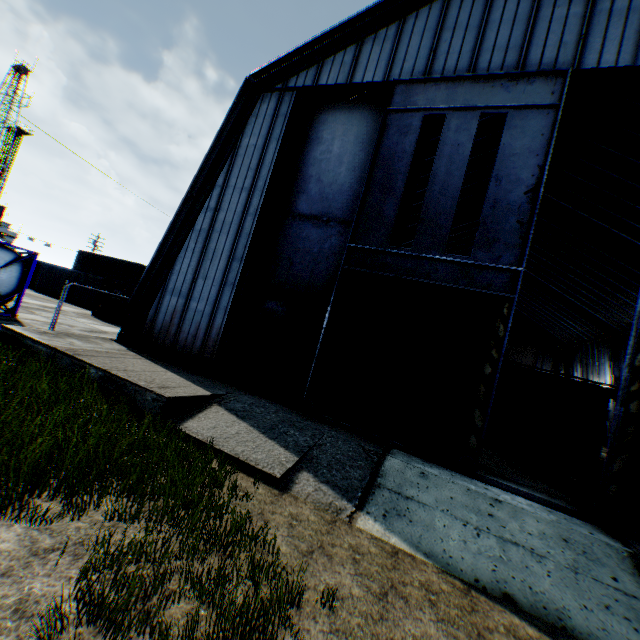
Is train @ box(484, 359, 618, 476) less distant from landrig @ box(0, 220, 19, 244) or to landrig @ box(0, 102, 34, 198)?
landrig @ box(0, 220, 19, 244)

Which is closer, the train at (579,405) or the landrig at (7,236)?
the train at (579,405)

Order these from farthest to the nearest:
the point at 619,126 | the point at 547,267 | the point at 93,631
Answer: the point at 547,267 < the point at 619,126 < the point at 93,631

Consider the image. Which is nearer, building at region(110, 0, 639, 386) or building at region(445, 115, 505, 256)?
building at region(110, 0, 639, 386)

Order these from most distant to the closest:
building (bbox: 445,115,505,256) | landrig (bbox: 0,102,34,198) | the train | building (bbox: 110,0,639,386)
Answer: landrig (bbox: 0,102,34,198)
building (bbox: 445,115,505,256)
the train
building (bbox: 110,0,639,386)

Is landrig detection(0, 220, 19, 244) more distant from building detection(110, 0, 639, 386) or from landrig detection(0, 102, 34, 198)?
building detection(110, 0, 639, 386)

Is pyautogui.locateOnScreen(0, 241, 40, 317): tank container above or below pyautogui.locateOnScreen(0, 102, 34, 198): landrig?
below

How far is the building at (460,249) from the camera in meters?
16.7
